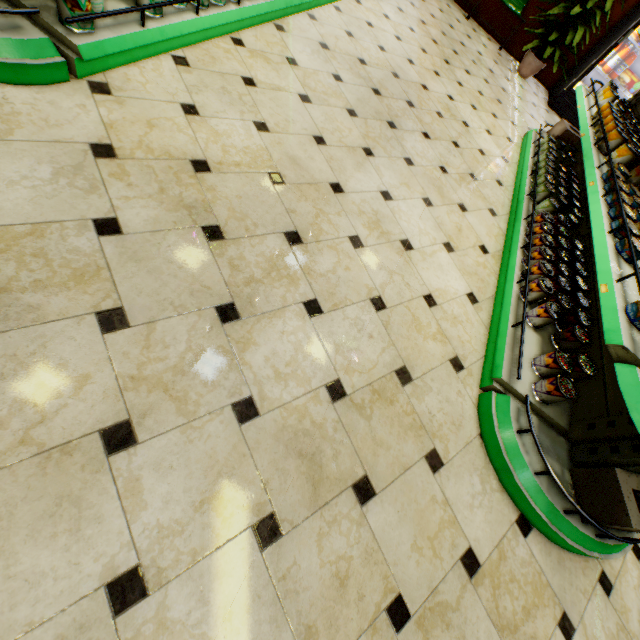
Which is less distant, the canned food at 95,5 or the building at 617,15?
the canned food at 95,5

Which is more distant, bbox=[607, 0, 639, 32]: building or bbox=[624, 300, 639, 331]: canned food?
bbox=[607, 0, 639, 32]: building

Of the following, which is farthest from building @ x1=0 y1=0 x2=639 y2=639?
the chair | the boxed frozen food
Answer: the boxed frozen food

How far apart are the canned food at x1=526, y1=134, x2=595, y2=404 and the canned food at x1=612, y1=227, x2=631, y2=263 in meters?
0.4

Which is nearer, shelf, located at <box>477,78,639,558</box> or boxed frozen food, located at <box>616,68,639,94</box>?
shelf, located at <box>477,78,639,558</box>

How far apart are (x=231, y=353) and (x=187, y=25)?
2.1m

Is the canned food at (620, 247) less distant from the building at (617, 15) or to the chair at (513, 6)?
the building at (617, 15)
